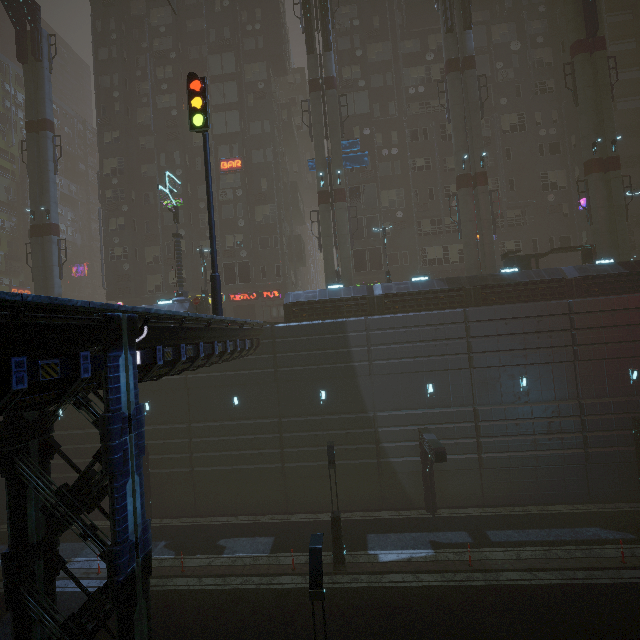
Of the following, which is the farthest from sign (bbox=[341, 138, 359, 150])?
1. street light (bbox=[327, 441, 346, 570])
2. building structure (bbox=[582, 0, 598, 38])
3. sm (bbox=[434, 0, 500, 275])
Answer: street light (bbox=[327, 441, 346, 570])

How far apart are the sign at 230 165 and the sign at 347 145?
10.1m

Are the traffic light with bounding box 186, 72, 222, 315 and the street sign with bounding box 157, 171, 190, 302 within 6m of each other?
no

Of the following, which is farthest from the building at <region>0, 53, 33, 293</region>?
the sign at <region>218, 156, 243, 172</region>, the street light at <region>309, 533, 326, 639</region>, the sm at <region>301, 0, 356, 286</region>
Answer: the street light at <region>309, 533, 326, 639</region>

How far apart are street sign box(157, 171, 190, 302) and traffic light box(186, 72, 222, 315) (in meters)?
9.67

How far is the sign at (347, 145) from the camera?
26.2m

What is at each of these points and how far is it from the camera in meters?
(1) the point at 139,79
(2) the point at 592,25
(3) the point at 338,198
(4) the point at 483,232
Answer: (1) building, 34.2 m
(2) building structure, 23.2 m
(3) sm, 24.8 m
(4) sm, 23.8 m

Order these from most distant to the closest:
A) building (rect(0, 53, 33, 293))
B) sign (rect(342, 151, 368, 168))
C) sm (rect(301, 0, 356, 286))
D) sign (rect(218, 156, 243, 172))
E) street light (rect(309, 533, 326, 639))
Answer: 1. building (rect(0, 53, 33, 293))
2. sign (rect(218, 156, 243, 172))
3. sign (rect(342, 151, 368, 168))
4. sm (rect(301, 0, 356, 286))
5. street light (rect(309, 533, 326, 639))
